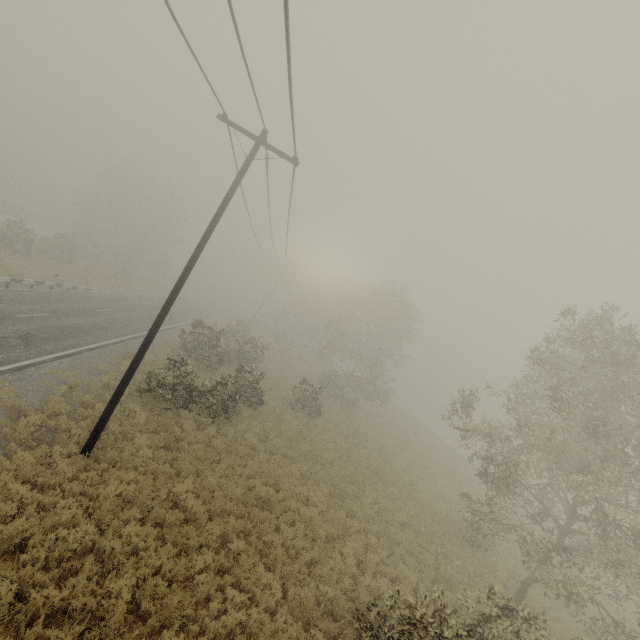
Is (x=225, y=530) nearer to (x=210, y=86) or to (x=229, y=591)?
(x=229, y=591)
